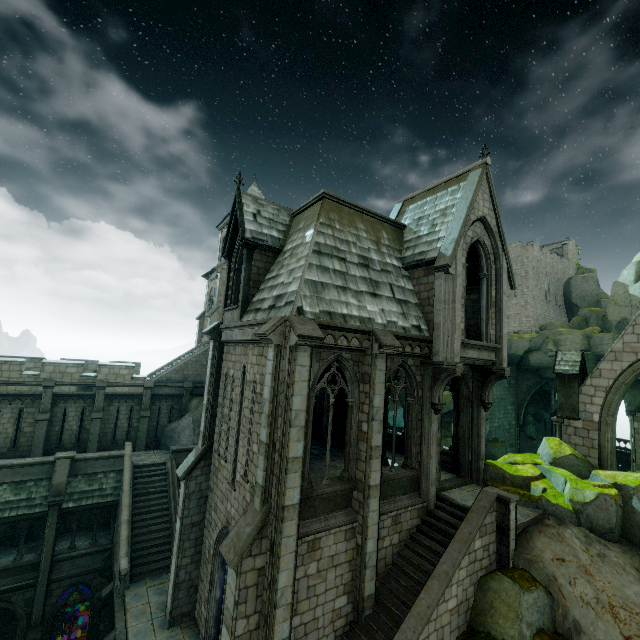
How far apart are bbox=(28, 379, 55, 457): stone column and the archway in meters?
45.5 m

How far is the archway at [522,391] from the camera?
37.78m

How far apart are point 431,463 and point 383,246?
9.60m

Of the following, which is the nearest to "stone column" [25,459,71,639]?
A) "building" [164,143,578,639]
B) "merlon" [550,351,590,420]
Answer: "building" [164,143,578,639]

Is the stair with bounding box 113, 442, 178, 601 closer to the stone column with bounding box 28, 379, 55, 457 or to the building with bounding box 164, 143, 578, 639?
the building with bounding box 164, 143, 578, 639

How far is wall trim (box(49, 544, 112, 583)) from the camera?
17.1m

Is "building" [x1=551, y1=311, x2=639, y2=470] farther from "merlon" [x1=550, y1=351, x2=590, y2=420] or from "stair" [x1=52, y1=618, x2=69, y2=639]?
"stair" [x1=52, y1=618, x2=69, y2=639]

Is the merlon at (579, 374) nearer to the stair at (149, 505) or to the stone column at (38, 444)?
the stair at (149, 505)
